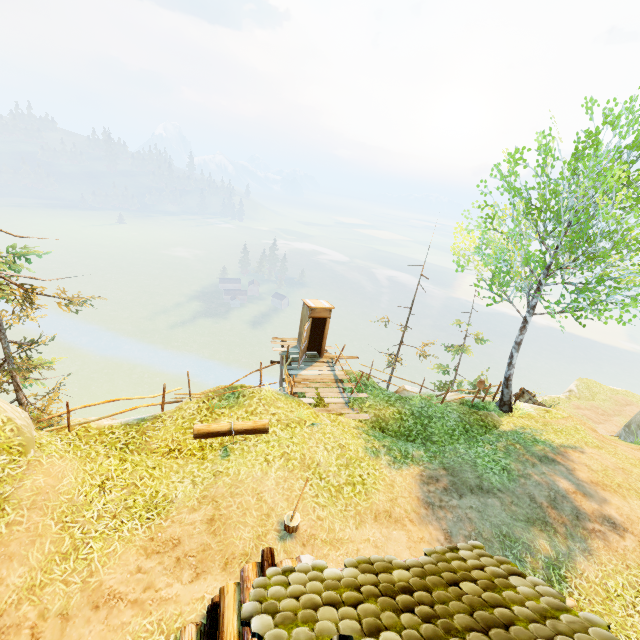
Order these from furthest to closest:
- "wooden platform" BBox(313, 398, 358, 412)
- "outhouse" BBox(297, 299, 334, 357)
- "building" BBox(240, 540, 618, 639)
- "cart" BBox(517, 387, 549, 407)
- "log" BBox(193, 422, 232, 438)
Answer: "cart" BBox(517, 387, 549, 407)
"outhouse" BBox(297, 299, 334, 357)
"wooden platform" BBox(313, 398, 358, 412)
"log" BBox(193, 422, 232, 438)
"building" BBox(240, 540, 618, 639)

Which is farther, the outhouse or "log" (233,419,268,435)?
the outhouse

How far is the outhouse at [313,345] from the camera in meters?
14.5

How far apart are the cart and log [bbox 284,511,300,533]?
17.4m

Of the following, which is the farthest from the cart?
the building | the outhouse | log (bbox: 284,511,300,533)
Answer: log (bbox: 284,511,300,533)

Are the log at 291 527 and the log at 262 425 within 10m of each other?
yes

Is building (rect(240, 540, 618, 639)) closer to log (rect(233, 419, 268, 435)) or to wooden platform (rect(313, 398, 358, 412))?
log (rect(233, 419, 268, 435))

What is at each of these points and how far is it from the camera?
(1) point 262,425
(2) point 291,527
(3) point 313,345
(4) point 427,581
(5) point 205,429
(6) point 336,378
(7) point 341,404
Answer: (1) log, 9.4 meters
(2) log, 6.8 meters
(3) outhouse, 15.9 meters
(4) building, 3.4 meters
(5) log, 9.0 meters
(6) wooden platform, 14.4 meters
(7) wooden platform, 12.9 meters
